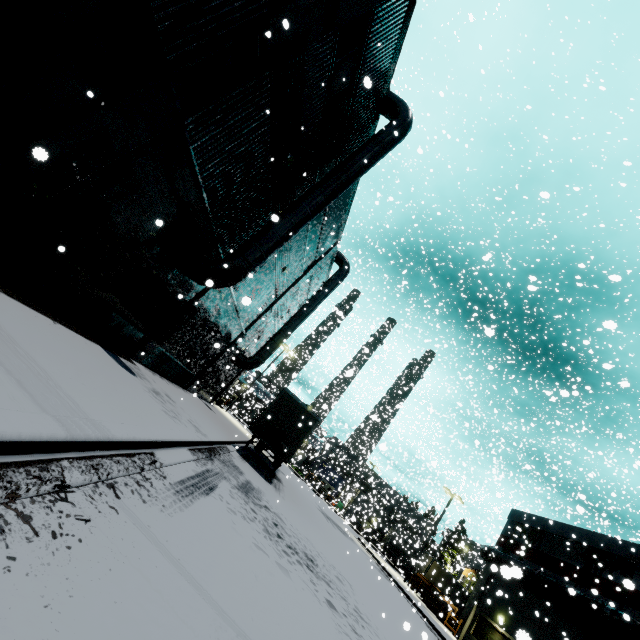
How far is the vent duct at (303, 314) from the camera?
23.22m

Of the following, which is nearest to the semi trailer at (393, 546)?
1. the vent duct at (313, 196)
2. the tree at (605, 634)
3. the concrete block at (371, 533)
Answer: the concrete block at (371, 533)

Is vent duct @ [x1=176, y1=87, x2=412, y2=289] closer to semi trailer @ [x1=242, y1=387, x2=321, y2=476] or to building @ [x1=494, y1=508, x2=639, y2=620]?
building @ [x1=494, y1=508, x2=639, y2=620]

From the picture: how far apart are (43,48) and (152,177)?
3.0 meters

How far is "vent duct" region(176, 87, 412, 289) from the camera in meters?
10.6

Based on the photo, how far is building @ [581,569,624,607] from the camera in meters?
17.8

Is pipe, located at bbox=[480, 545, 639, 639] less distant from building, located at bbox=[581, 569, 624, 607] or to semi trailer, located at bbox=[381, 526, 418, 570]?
building, located at bbox=[581, 569, 624, 607]

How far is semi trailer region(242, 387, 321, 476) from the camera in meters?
16.5
